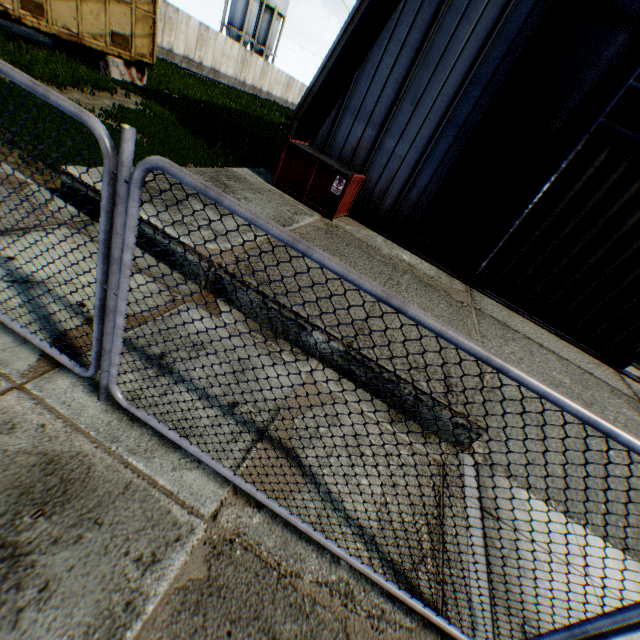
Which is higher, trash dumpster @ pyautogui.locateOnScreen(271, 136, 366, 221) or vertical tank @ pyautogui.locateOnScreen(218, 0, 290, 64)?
vertical tank @ pyautogui.locateOnScreen(218, 0, 290, 64)

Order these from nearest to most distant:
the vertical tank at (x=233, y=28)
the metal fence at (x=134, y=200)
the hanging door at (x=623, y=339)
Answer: the metal fence at (x=134, y=200) < the hanging door at (x=623, y=339) < the vertical tank at (x=233, y=28)

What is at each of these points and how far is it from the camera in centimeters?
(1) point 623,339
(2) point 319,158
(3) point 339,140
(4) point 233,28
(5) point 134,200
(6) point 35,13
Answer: (1) hanging door, 847cm
(2) trash dumpster, 775cm
(3) building, 896cm
(4) vertical tank, 3959cm
(5) metal fence, 178cm
(6) train, 1070cm

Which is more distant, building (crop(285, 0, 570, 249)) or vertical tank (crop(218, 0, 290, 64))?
vertical tank (crop(218, 0, 290, 64))

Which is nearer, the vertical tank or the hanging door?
the hanging door

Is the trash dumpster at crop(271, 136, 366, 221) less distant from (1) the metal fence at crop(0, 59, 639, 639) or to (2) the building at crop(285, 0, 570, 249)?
(2) the building at crop(285, 0, 570, 249)

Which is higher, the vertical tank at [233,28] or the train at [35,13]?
the vertical tank at [233,28]

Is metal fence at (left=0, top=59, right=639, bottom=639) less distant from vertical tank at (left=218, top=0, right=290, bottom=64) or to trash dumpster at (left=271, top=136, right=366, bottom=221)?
trash dumpster at (left=271, top=136, right=366, bottom=221)
